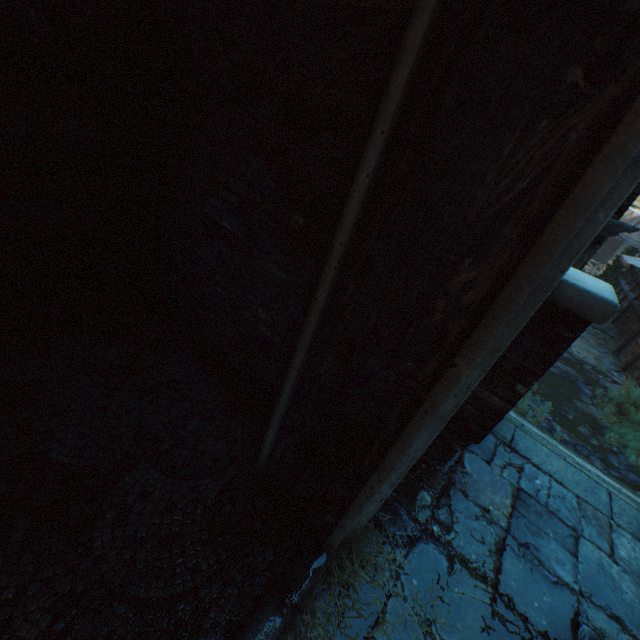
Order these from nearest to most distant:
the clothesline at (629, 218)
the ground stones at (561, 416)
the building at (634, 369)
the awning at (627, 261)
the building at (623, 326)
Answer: the ground stones at (561, 416), the building at (634, 369), the clothesline at (629, 218), the awning at (627, 261), the building at (623, 326)

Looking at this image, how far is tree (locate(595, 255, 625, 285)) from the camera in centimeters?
1934cm

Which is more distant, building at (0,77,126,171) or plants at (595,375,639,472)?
plants at (595,375,639,472)

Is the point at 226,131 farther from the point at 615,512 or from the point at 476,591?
the point at 615,512

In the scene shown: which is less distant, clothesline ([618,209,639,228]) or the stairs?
the stairs

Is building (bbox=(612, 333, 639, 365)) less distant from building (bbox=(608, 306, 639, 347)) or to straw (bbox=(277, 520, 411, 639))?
building (bbox=(608, 306, 639, 347))

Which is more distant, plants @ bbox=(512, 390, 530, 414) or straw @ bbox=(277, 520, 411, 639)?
plants @ bbox=(512, 390, 530, 414)

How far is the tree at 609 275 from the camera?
19.34m
